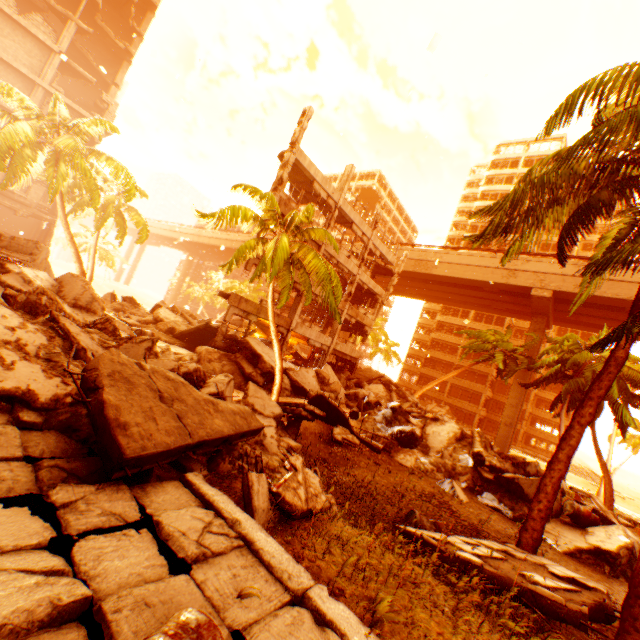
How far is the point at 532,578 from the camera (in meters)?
5.94

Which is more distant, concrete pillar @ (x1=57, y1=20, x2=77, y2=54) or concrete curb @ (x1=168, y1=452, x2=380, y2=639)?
concrete pillar @ (x1=57, y1=20, x2=77, y2=54)

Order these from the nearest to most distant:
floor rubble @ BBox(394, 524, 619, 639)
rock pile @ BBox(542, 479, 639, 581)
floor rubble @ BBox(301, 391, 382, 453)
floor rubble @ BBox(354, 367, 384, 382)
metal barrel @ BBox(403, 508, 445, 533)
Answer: floor rubble @ BBox(394, 524, 619, 639) < metal barrel @ BBox(403, 508, 445, 533) < rock pile @ BBox(542, 479, 639, 581) < floor rubble @ BBox(301, 391, 382, 453) < floor rubble @ BBox(354, 367, 384, 382)

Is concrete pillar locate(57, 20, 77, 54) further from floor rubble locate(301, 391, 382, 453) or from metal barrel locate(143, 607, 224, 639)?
metal barrel locate(143, 607, 224, 639)

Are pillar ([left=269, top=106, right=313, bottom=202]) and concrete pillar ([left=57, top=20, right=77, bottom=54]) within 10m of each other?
no

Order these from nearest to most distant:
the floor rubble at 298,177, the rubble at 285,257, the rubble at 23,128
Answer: the rubble at 285,257 → the rubble at 23,128 → the floor rubble at 298,177

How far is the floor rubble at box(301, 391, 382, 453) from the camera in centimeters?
1312cm

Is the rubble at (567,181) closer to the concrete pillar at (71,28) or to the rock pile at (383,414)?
the rock pile at (383,414)
